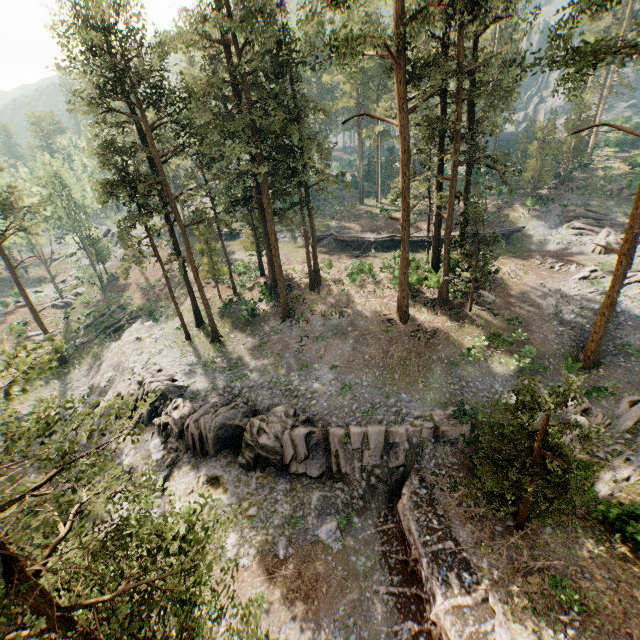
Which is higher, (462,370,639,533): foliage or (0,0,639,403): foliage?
(0,0,639,403): foliage

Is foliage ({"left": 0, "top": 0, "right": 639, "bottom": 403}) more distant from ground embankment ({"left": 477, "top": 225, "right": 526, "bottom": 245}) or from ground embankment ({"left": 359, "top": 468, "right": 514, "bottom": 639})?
ground embankment ({"left": 477, "top": 225, "right": 526, "bottom": 245})

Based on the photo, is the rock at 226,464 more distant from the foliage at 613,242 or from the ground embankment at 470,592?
the foliage at 613,242

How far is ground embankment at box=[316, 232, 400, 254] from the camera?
41.12m

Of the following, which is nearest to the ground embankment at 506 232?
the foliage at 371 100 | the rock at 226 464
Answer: the foliage at 371 100

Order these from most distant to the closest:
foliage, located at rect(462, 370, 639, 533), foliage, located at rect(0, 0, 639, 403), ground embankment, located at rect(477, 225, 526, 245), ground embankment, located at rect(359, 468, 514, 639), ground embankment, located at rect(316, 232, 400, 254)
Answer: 1. ground embankment, located at rect(316, 232, 400, 254)
2. ground embankment, located at rect(477, 225, 526, 245)
3. foliage, located at rect(0, 0, 639, 403)
4. ground embankment, located at rect(359, 468, 514, 639)
5. foliage, located at rect(462, 370, 639, 533)

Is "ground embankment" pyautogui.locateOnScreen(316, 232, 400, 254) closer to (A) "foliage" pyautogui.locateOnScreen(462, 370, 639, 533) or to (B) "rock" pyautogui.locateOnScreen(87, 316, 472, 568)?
(A) "foliage" pyautogui.locateOnScreen(462, 370, 639, 533)

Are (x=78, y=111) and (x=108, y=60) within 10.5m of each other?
yes
